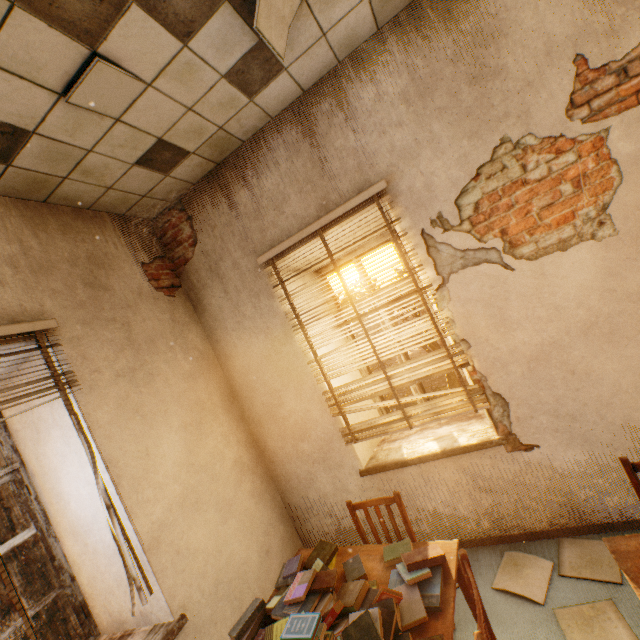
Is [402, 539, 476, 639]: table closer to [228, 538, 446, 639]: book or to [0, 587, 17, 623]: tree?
[228, 538, 446, 639]: book

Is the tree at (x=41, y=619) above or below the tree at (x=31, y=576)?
below

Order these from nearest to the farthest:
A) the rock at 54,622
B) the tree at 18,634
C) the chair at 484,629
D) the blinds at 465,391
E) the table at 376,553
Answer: the chair at 484,629
the table at 376,553
the blinds at 465,391
the tree at 18,634
the rock at 54,622

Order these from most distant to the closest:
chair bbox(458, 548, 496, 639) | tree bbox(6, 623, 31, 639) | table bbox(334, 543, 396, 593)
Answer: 1. tree bbox(6, 623, 31, 639)
2. table bbox(334, 543, 396, 593)
3. chair bbox(458, 548, 496, 639)

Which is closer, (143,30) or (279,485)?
(143,30)

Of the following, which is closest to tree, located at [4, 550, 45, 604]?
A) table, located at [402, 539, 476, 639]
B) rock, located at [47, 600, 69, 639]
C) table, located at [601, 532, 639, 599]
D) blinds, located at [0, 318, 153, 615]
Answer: table, located at [601, 532, 639, 599]

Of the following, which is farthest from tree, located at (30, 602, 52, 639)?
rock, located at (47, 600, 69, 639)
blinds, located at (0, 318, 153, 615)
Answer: rock, located at (47, 600, 69, 639)

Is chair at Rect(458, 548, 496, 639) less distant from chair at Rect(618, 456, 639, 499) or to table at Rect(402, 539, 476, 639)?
table at Rect(402, 539, 476, 639)
